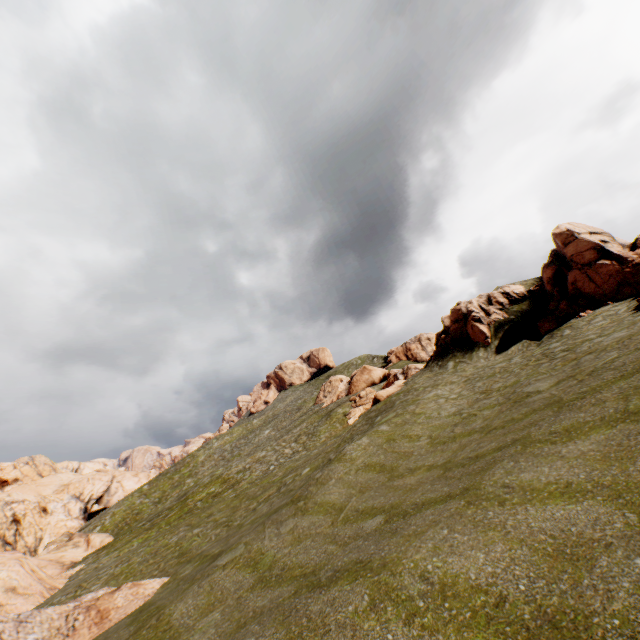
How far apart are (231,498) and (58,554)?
36.0 meters

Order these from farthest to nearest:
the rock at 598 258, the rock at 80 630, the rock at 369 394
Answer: the rock at 369 394 < the rock at 598 258 < the rock at 80 630

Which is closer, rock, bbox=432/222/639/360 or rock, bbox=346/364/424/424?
rock, bbox=432/222/639/360

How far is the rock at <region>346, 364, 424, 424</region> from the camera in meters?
32.8

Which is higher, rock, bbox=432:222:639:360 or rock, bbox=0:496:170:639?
rock, bbox=432:222:639:360

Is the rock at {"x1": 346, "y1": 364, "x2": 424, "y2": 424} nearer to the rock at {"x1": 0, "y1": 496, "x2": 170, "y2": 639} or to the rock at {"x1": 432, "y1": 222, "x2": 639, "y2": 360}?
the rock at {"x1": 432, "y1": 222, "x2": 639, "y2": 360}

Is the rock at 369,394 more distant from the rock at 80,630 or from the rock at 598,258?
the rock at 80,630

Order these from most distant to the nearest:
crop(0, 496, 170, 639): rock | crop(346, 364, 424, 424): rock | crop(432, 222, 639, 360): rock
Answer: crop(346, 364, 424, 424): rock, crop(432, 222, 639, 360): rock, crop(0, 496, 170, 639): rock
